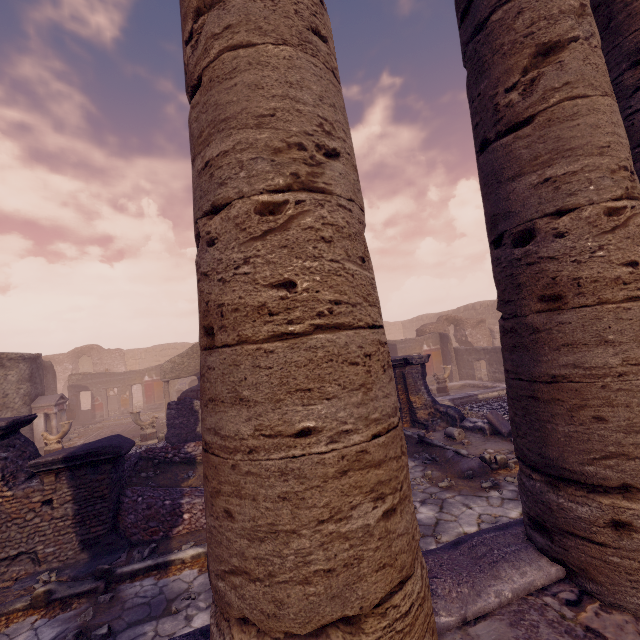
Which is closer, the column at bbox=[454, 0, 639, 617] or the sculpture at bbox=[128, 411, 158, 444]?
the column at bbox=[454, 0, 639, 617]

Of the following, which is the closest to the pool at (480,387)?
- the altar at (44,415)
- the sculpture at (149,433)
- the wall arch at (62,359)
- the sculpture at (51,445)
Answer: the sculpture at (149,433)

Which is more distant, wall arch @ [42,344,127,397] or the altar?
wall arch @ [42,344,127,397]

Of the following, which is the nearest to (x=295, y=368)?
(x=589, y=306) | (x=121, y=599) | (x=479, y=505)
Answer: (x=589, y=306)

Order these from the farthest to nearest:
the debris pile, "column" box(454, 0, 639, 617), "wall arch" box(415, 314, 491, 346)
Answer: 1. "wall arch" box(415, 314, 491, 346)
2. the debris pile
3. "column" box(454, 0, 639, 617)

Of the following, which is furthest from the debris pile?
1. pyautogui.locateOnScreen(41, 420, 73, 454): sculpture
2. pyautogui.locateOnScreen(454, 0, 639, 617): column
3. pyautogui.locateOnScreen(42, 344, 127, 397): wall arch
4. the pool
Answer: pyautogui.locateOnScreen(42, 344, 127, 397): wall arch

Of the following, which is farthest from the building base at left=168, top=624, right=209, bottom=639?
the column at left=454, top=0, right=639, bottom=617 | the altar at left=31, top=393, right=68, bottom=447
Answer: the altar at left=31, top=393, right=68, bottom=447

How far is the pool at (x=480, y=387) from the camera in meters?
12.4 m
